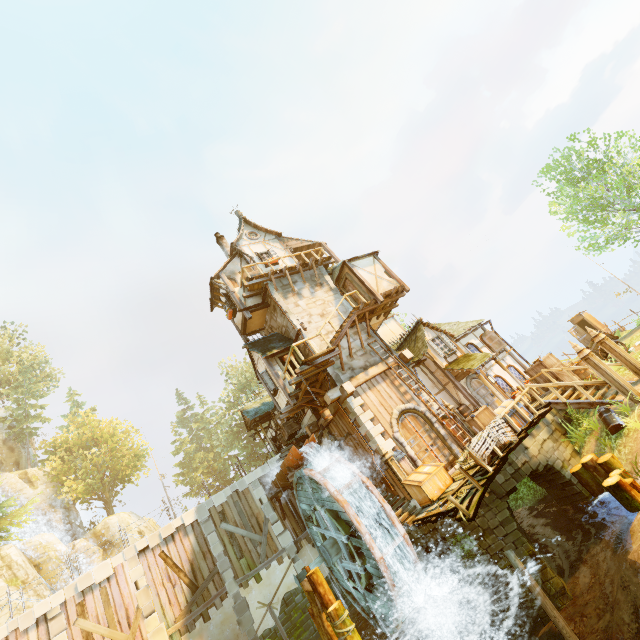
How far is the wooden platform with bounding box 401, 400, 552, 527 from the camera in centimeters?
954cm

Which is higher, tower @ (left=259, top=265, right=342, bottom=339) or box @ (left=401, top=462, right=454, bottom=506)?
tower @ (left=259, top=265, right=342, bottom=339)

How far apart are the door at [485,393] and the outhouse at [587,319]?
18.2m

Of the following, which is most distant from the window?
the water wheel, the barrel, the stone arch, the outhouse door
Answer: the outhouse door

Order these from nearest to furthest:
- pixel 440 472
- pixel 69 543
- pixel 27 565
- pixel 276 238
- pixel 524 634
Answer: pixel 524 634
pixel 440 472
pixel 276 238
pixel 27 565
pixel 69 543

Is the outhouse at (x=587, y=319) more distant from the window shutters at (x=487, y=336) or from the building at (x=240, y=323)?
the window shutters at (x=487, y=336)

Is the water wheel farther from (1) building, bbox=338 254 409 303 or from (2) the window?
(2) the window

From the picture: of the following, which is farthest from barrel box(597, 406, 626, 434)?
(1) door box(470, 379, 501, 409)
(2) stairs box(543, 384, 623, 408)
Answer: (1) door box(470, 379, 501, 409)
